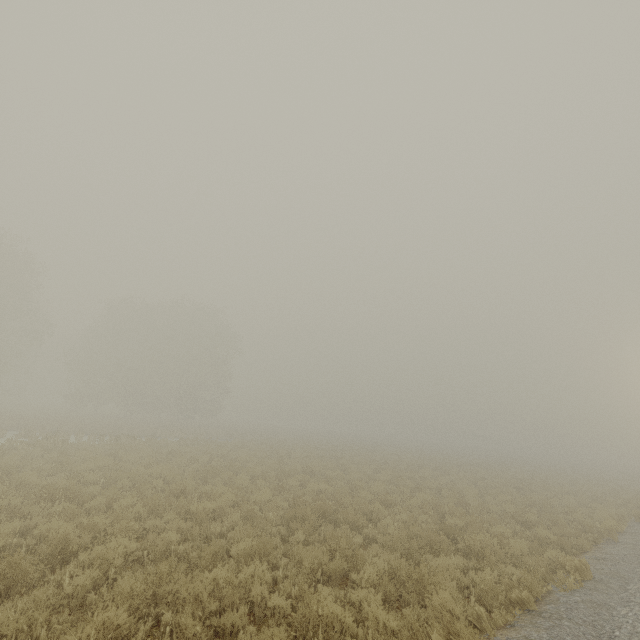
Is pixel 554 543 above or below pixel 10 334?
below
